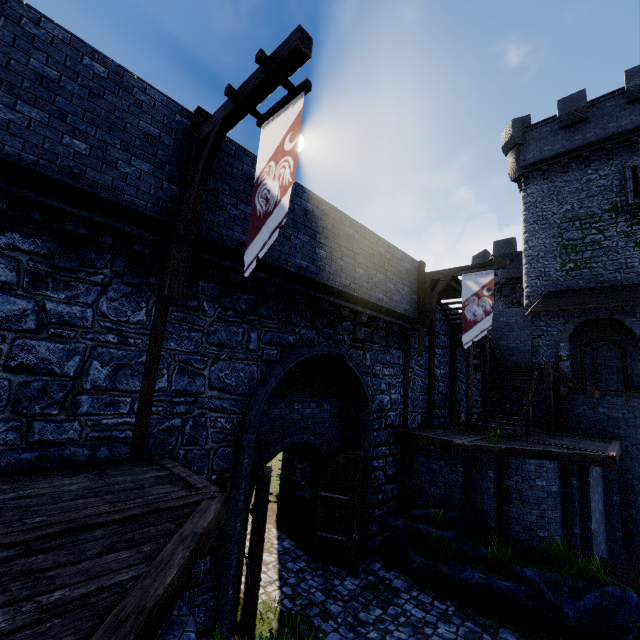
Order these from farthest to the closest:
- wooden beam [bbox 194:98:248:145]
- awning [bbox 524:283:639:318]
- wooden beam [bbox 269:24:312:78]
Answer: awning [bbox 524:283:639:318]
wooden beam [bbox 194:98:248:145]
wooden beam [bbox 269:24:312:78]

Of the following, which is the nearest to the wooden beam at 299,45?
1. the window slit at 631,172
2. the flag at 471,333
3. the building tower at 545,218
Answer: the flag at 471,333

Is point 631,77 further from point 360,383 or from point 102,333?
point 102,333

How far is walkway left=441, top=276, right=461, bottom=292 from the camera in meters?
13.0 m

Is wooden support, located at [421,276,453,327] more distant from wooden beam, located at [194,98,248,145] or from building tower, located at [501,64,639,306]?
building tower, located at [501,64,639,306]

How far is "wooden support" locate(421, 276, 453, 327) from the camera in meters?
12.7

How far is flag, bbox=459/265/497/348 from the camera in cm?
1117

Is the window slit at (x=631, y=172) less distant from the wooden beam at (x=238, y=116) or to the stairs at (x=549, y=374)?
the stairs at (x=549, y=374)
